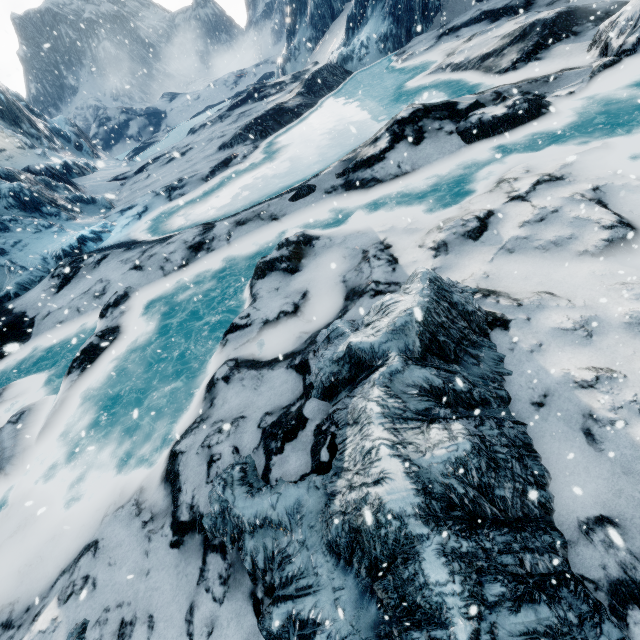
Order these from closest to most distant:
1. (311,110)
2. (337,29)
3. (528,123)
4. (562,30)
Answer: (528,123), (562,30), (311,110), (337,29)
